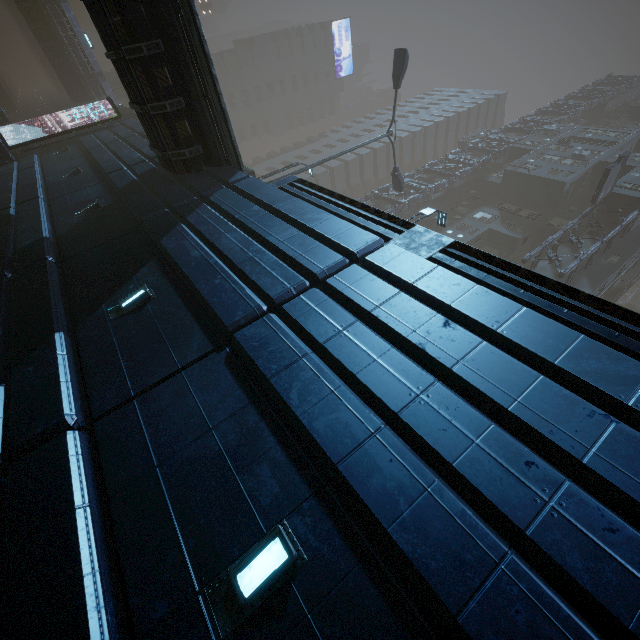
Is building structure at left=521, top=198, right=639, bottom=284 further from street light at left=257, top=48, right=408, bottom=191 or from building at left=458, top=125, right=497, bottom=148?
street light at left=257, top=48, right=408, bottom=191

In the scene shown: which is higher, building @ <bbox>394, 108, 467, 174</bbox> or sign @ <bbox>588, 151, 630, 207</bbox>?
building @ <bbox>394, 108, 467, 174</bbox>

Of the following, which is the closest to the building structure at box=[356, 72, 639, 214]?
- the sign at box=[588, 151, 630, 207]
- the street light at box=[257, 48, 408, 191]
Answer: the street light at box=[257, 48, 408, 191]

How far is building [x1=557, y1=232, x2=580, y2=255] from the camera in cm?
2681

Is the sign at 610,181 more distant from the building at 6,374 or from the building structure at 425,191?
the building structure at 425,191

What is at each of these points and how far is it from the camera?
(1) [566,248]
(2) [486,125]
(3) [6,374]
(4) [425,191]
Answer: (1) building, 27.3m
(2) building, 46.1m
(3) building, 5.4m
(4) building structure, 32.8m

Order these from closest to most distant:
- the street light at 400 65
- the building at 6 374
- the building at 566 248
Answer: the building at 6 374
the street light at 400 65
the building at 566 248

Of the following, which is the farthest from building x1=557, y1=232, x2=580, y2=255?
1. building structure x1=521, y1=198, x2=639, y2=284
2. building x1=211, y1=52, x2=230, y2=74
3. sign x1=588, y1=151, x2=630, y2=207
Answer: building x1=211, y1=52, x2=230, y2=74
